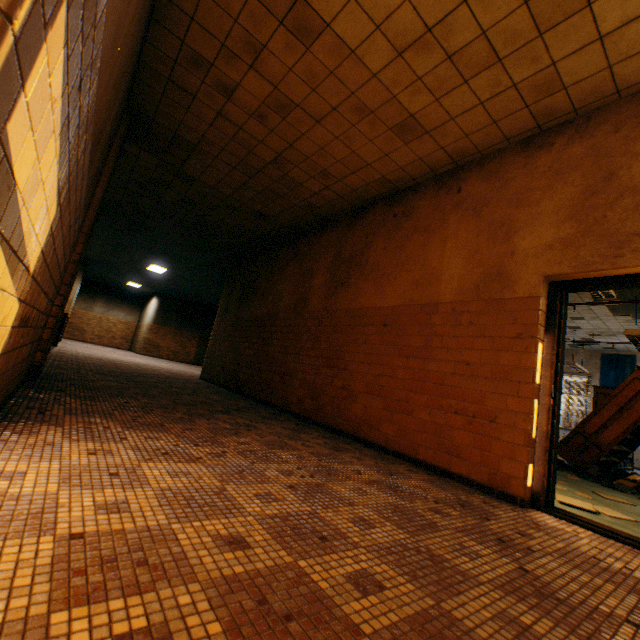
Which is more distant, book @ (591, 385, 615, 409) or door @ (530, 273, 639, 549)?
book @ (591, 385, 615, 409)

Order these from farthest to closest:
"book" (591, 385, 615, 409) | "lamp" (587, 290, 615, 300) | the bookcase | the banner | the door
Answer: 1. the banner
2. "book" (591, 385, 615, 409)
3. the bookcase
4. "lamp" (587, 290, 615, 300)
5. the door

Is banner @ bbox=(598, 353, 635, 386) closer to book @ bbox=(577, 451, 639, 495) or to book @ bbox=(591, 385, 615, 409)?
book @ bbox=(591, 385, 615, 409)

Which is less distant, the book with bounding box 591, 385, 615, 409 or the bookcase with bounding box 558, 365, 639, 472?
the bookcase with bounding box 558, 365, 639, 472

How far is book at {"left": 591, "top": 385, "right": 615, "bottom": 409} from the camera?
9.1 meters

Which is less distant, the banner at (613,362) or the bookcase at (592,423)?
the bookcase at (592,423)

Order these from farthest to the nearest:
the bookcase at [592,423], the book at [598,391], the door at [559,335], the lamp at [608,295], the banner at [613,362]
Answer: the banner at [613,362]
the book at [598,391]
the bookcase at [592,423]
the lamp at [608,295]
the door at [559,335]

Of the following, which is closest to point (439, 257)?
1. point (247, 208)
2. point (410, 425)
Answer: point (410, 425)
